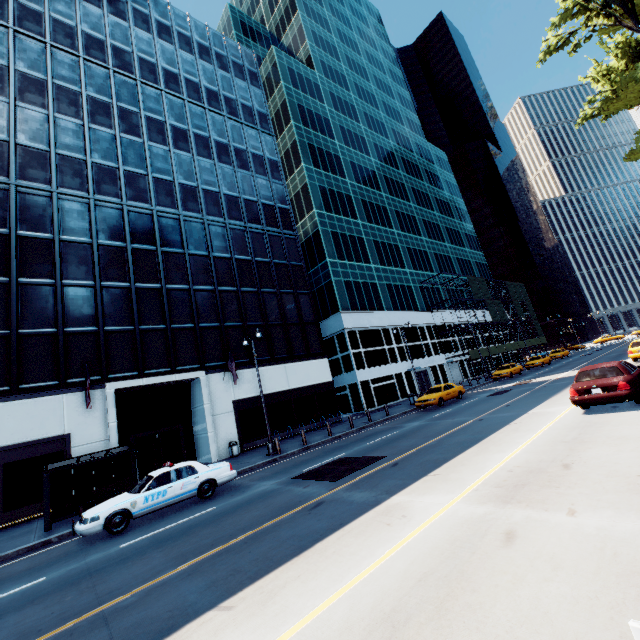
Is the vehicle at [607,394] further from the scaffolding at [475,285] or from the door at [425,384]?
the scaffolding at [475,285]

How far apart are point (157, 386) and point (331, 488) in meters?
17.5 m

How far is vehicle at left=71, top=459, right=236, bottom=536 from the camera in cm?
1031

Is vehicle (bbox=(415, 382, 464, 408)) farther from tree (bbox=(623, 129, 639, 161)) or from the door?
tree (bbox=(623, 129, 639, 161))

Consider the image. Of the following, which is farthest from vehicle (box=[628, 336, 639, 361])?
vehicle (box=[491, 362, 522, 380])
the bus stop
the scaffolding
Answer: the bus stop

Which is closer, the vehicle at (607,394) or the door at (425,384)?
the vehicle at (607,394)

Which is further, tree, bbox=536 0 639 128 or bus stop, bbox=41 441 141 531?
tree, bbox=536 0 639 128

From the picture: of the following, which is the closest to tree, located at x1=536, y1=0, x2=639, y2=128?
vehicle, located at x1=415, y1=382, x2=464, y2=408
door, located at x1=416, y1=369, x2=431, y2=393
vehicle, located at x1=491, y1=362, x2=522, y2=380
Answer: vehicle, located at x1=491, y1=362, x2=522, y2=380
